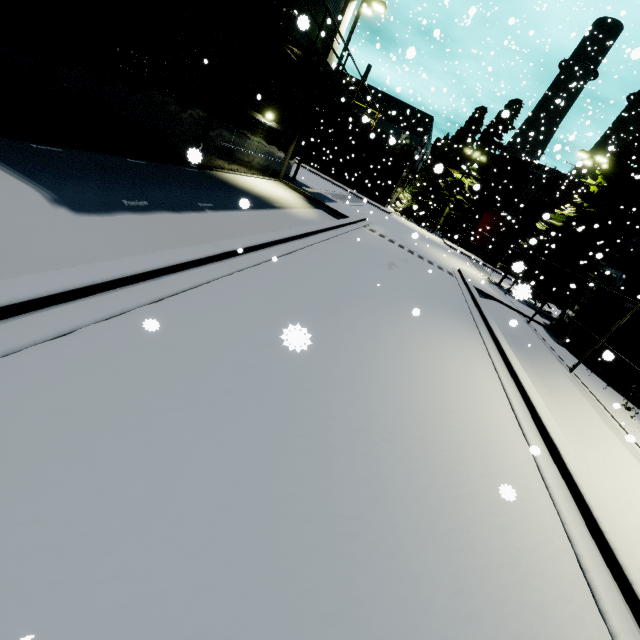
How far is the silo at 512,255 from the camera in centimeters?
3997cm

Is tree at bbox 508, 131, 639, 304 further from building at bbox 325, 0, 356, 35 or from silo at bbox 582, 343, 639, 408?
building at bbox 325, 0, 356, 35

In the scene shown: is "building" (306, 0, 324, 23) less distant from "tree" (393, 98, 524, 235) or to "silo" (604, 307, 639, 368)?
"silo" (604, 307, 639, 368)

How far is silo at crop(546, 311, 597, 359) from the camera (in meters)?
14.51

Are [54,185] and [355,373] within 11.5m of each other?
yes

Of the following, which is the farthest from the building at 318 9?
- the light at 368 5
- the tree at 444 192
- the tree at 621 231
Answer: the tree at 444 192

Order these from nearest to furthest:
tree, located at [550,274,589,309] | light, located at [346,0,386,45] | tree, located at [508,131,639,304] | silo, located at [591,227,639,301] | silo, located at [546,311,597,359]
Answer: silo, located at [591,227,639,301], silo, located at [546,311,597,359], light, located at [346,0,386,45], tree, located at [508,131,639,304], tree, located at [550,274,589,309]
